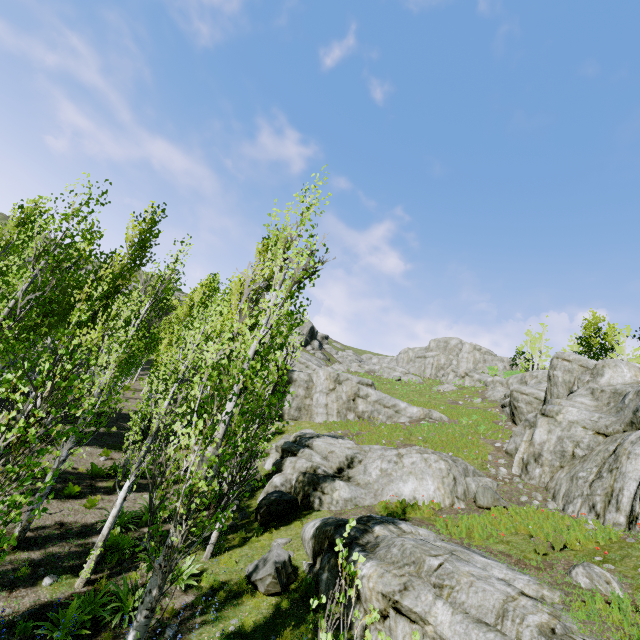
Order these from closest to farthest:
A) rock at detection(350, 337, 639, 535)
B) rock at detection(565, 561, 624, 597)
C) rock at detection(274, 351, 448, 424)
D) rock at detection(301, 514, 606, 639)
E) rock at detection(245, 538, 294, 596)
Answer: rock at detection(301, 514, 606, 639) → rock at detection(565, 561, 624, 597) → rock at detection(245, 538, 294, 596) → rock at detection(350, 337, 639, 535) → rock at detection(274, 351, 448, 424)

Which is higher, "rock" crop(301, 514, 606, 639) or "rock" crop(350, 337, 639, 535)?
"rock" crop(350, 337, 639, 535)

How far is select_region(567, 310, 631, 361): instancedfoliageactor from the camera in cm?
3319

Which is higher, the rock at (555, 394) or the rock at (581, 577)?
the rock at (555, 394)

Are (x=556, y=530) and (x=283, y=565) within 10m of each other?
yes

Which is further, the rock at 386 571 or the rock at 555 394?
the rock at 555 394

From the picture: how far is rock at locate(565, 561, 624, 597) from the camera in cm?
758
